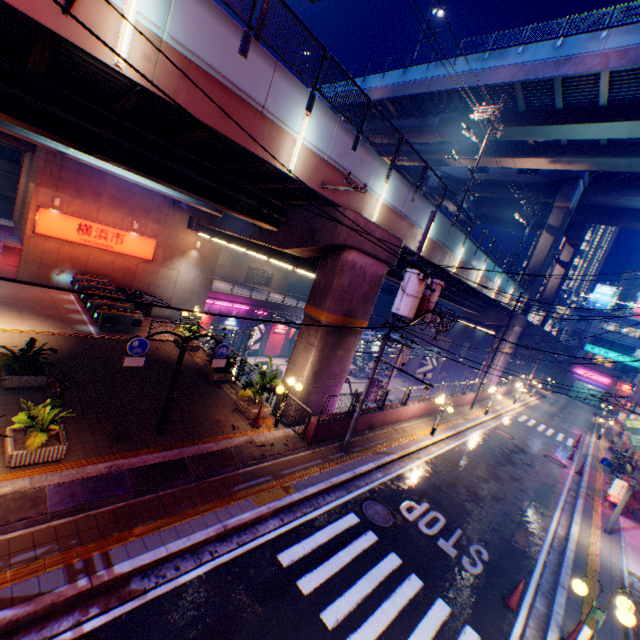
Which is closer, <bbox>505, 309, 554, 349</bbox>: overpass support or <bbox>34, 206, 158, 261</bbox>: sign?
<bbox>34, 206, 158, 261</bbox>: sign

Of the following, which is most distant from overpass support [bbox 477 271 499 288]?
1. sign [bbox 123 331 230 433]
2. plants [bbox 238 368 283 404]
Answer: sign [bbox 123 331 230 433]

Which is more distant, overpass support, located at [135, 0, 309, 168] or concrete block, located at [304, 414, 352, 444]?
concrete block, located at [304, 414, 352, 444]

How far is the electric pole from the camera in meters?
10.8 m

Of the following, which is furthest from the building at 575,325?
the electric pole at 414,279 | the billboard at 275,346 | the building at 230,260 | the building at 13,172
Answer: the building at 13,172

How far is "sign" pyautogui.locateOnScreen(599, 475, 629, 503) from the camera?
16.0m

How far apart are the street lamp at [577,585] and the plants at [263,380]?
9.57m

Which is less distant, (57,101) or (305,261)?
(57,101)
